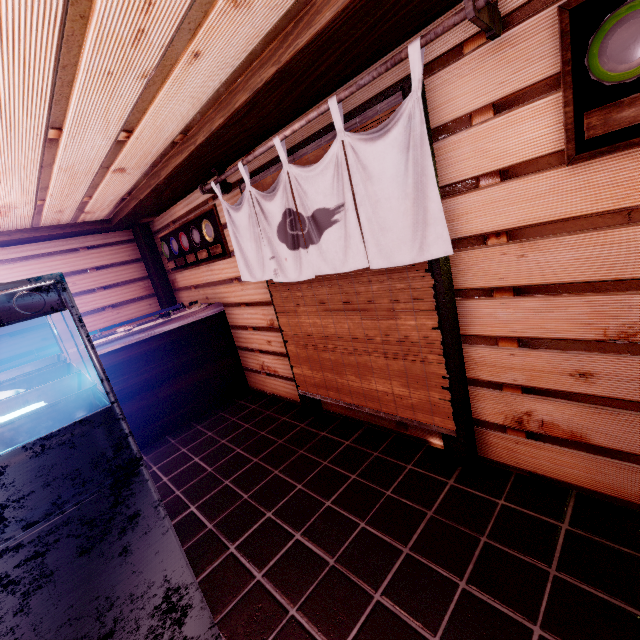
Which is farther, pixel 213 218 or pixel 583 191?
pixel 213 218

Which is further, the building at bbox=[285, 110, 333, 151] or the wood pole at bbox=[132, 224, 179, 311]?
the wood pole at bbox=[132, 224, 179, 311]

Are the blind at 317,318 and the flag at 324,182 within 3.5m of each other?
yes

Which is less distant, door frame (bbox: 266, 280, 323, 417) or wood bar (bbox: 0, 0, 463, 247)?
wood bar (bbox: 0, 0, 463, 247)

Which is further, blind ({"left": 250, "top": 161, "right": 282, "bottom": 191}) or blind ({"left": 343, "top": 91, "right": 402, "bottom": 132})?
blind ({"left": 250, "top": 161, "right": 282, "bottom": 191})

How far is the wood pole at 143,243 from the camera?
9.91m

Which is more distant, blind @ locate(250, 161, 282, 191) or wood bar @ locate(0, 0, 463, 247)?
blind @ locate(250, 161, 282, 191)

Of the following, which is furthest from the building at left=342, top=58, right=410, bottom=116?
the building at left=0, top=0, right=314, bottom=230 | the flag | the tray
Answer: the tray
